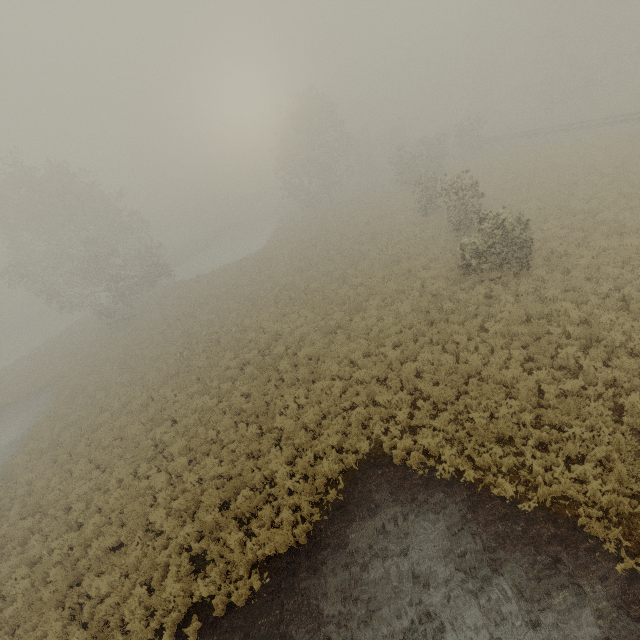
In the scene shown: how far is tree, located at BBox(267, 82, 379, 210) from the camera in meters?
39.9

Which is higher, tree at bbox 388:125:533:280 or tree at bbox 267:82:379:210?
tree at bbox 267:82:379:210

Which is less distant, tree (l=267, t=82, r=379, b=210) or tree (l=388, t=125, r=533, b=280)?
tree (l=388, t=125, r=533, b=280)

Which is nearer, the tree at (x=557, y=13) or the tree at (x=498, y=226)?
the tree at (x=498, y=226)

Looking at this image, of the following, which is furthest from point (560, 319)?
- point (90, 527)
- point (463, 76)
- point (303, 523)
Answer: point (463, 76)

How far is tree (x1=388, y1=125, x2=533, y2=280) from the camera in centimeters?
1402cm

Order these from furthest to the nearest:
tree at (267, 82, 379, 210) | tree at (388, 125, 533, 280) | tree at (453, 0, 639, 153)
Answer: tree at (267, 82, 379, 210), tree at (453, 0, 639, 153), tree at (388, 125, 533, 280)

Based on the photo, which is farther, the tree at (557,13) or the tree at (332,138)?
the tree at (332,138)
